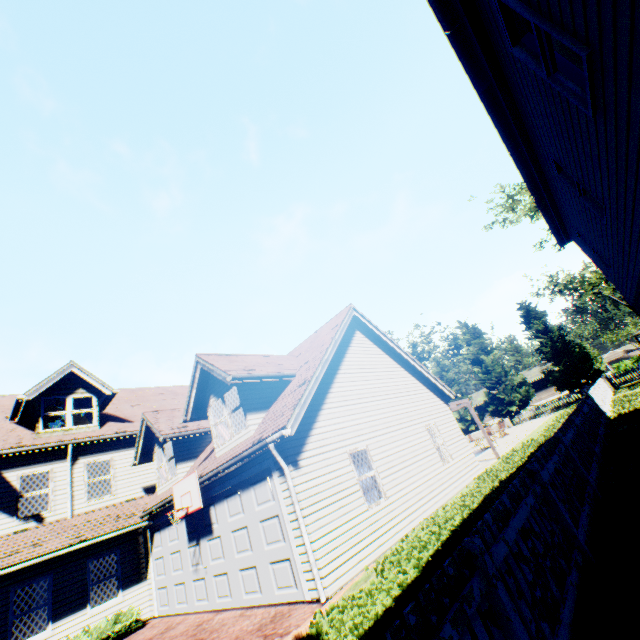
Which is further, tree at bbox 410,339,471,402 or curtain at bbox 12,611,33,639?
tree at bbox 410,339,471,402

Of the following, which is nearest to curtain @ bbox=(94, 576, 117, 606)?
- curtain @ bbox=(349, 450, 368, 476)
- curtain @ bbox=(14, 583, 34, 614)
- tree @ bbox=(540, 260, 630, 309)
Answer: curtain @ bbox=(14, 583, 34, 614)

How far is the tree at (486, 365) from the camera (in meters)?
36.91

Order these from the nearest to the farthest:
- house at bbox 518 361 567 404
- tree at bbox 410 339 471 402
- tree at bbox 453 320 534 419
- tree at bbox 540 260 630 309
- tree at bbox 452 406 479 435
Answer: tree at bbox 453 320 534 419
tree at bbox 452 406 479 435
tree at bbox 410 339 471 402
tree at bbox 540 260 630 309
house at bbox 518 361 567 404

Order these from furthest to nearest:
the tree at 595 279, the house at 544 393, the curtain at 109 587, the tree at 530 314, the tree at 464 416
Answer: the house at 544 393 → the tree at 595 279 → the tree at 464 416 → the tree at 530 314 → the curtain at 109 587

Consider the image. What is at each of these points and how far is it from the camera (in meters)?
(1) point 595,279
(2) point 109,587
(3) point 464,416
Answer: (1) tree, 51.09
(2) curtain, 11.91
(3) tree, 39.75

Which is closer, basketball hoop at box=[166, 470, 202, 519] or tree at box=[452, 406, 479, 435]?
basketball hoop at box=[166, 470, 202, 519]

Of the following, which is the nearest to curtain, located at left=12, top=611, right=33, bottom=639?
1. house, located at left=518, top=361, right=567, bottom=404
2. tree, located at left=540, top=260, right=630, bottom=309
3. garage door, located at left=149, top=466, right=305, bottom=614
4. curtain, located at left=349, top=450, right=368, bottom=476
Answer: garage door, located at left=149, top=466, right=305, bottom=614
